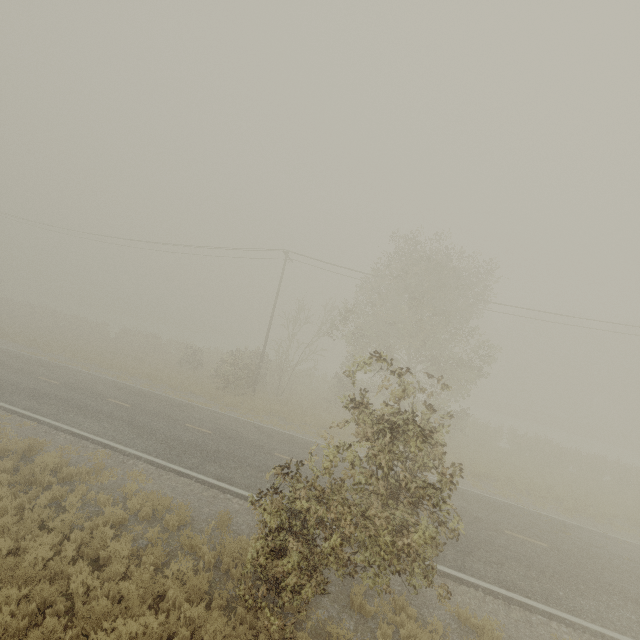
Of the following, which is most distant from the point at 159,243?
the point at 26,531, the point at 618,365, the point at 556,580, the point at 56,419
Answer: the point at 618,365
